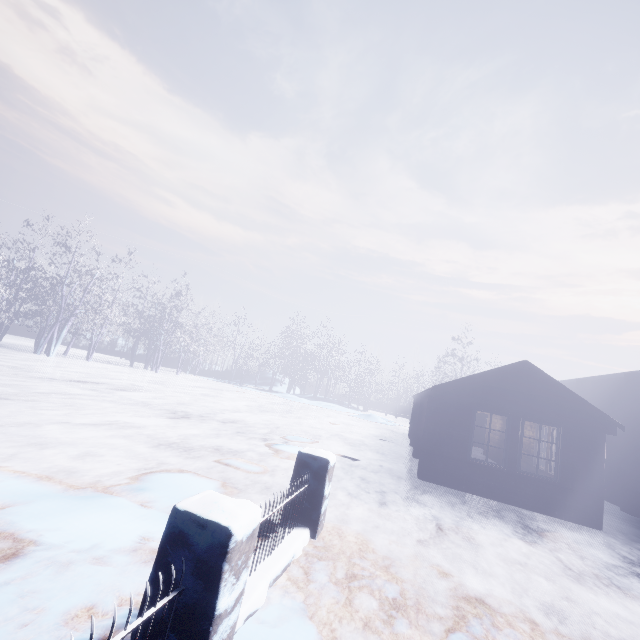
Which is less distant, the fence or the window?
the fence

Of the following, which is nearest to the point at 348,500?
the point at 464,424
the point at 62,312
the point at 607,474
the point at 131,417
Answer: A: the point at 464,424

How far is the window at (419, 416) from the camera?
11.4m

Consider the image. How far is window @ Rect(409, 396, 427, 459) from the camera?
11.4 meters

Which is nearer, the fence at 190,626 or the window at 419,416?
the fence at 190,626
